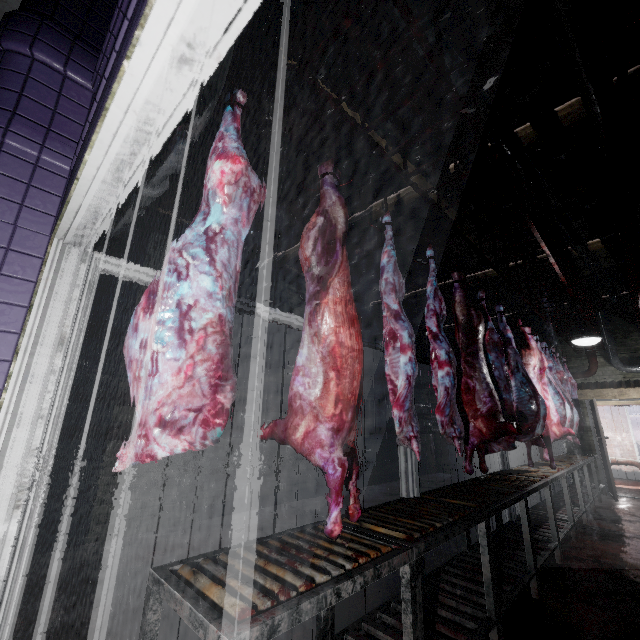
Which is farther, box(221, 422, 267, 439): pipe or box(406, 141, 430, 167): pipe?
box(221, 422, 267, 439): pipe

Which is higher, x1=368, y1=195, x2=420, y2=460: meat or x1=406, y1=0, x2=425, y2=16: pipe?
x1=406, y1=0, x2=425, y2=16: pipe

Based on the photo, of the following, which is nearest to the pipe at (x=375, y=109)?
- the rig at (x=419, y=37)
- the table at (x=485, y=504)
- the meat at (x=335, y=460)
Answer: the rig at (x=419, y=37)

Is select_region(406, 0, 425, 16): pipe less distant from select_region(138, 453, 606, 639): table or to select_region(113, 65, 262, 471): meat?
select_region(113, 65, 262, 471): meat

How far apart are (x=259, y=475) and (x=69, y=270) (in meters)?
4.86

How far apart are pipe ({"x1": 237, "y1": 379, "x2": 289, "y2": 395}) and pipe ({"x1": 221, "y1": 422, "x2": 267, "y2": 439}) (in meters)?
0.11

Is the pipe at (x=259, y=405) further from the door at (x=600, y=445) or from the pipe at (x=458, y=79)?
the door at (x=600, y=445)

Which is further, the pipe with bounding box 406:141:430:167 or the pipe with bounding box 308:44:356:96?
the pipe with bounding box 406:141:430:167
